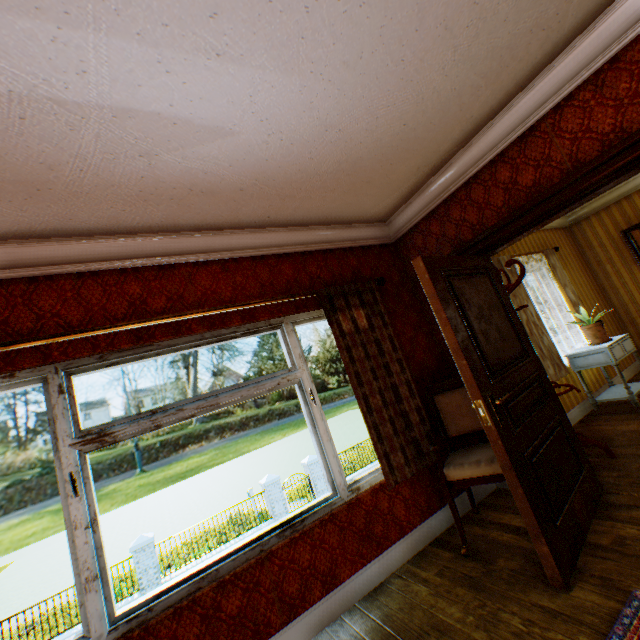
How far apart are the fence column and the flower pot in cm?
1579

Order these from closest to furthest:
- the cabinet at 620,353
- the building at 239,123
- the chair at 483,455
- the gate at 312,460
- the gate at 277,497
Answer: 1. the building at 239,123
2. the chair at 483,455
3. the cabinet at 620,353
4. the gate at 277,497
5. the gate at 312,460

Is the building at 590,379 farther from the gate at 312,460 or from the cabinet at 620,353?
the gate at 312,460

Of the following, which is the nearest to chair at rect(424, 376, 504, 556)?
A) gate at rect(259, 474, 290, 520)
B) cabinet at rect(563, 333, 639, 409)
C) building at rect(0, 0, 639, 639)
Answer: building at rect(0, 0, 639, 639)

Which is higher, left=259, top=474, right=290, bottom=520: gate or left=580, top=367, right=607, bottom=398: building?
→ left=580, top=367, right=607, bottom=398: building

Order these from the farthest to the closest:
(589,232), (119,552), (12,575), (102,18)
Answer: (12,575), (119,552), (589,232), (102,18)

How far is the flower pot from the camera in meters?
4.5

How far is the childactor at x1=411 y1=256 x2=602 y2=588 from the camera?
2.1 meters
